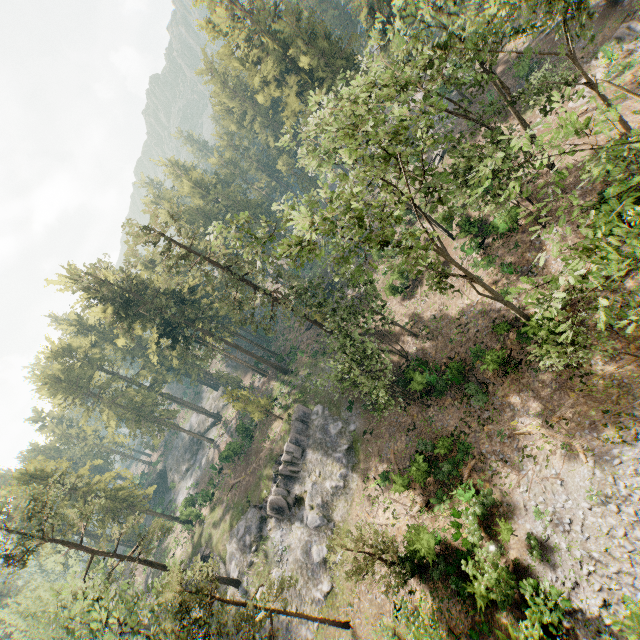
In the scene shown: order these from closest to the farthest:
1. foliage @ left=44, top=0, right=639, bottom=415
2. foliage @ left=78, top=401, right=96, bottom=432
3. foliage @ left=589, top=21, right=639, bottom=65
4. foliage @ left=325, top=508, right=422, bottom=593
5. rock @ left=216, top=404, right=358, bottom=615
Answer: foliage @ left=44, top=0, right=639, bottom=415 → foliage @ left=325, top=508, right=422, bottom=593 → foliage @ left=589, top=21, right=639, bottom=65 → rock @ left=216, top=404, right=358, bottom=615 → foliage @ left=78, top=401, right=96, bottom=432

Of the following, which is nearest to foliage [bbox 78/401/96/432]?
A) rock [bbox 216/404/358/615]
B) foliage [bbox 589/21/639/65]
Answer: rock [bbox 216/404/358/615]

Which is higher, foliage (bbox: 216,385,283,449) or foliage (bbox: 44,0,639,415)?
foliage (bbox: 44,0,639,415)

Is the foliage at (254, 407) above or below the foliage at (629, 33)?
above

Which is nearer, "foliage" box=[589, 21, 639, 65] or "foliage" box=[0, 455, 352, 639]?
"foliage" box=[0, 455, 352, 639]

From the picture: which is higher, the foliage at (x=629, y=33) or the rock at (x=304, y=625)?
the foliage at (x=629, y=33)

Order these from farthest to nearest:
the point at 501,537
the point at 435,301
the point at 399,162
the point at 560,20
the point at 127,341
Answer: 1. the point at 399,162
2. the point at 127,341
3. the point at 560,20
4. the point at 435,301
5. the point at 501,537
